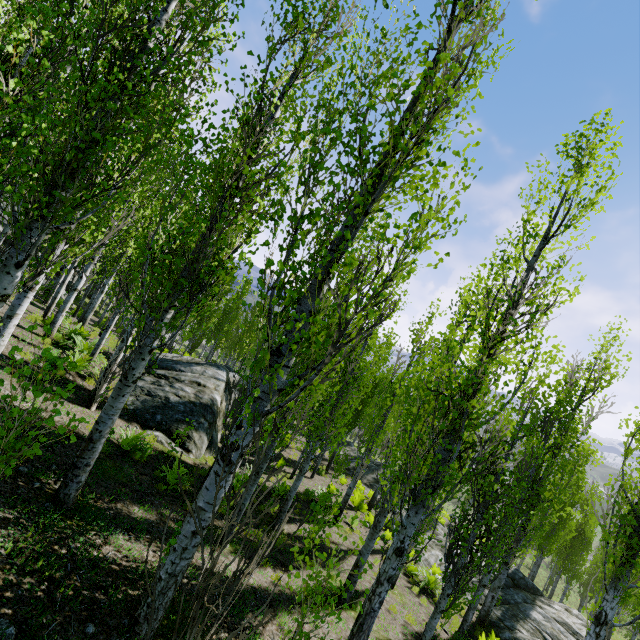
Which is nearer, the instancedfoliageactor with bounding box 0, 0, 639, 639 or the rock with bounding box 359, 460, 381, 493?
the instancedfoliageactor with bounding box 0, 0, 639, 639

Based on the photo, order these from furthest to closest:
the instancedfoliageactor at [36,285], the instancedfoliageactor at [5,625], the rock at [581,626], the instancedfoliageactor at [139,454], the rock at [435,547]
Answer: the rock at [435,547] < the rock at [581,626] < the instancedfoliageactor at [139,454] < the instancedfoliageactor at [36,285] < the instancedfoliageactor at [5,625]

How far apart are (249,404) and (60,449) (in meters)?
5.06

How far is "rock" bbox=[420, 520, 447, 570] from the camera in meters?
15.6 m

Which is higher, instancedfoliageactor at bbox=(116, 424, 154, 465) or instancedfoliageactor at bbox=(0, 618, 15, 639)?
instancedfoliageactor at bbox=(0, 618, 15, 639)

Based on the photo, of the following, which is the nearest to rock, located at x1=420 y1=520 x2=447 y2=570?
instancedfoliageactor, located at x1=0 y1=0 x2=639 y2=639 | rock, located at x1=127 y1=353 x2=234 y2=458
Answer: instancedfoliageactor, located at x1=0 y1=0 x2=639 y2=639

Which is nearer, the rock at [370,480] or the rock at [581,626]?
the rock at [581,626]
